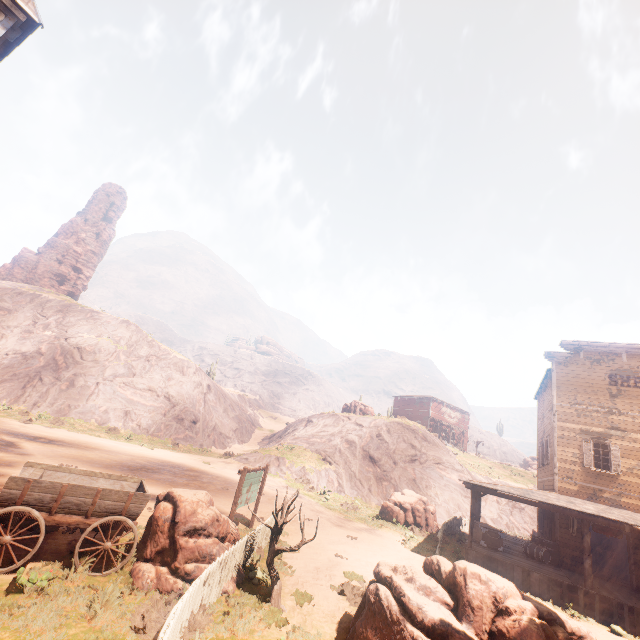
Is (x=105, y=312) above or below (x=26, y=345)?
above

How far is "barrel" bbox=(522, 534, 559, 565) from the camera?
15.6 meters

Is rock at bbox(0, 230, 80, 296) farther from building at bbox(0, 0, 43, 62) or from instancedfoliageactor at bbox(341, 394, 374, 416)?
building at bbox(0, 0, 43, 62)

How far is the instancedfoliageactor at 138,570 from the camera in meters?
6.9 m

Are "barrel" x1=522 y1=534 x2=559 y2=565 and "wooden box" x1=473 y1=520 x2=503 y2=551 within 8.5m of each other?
yes

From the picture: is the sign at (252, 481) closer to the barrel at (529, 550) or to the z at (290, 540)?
the z at (290, 540)

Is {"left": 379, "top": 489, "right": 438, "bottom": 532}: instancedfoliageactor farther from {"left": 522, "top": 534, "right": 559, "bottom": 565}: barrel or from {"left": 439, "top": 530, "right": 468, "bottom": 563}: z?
{"left": 522, "top": 534, "right": 559, "bottom": 565}: barrel

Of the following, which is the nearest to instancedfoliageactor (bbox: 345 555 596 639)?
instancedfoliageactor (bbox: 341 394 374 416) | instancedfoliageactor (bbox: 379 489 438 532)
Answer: instancedfoliageactor (bbox: 379 489 438 532)
